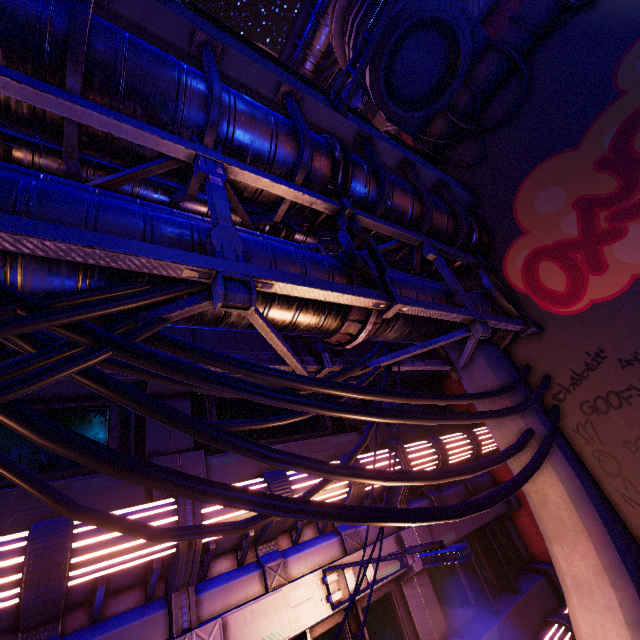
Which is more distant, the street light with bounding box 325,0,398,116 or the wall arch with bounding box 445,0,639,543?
the wall arch with bounding box 445,0,639,543

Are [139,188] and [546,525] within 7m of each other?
no

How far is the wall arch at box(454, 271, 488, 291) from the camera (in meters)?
9.72

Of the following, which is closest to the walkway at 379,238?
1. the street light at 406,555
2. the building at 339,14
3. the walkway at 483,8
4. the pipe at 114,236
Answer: the pipe at 114,236

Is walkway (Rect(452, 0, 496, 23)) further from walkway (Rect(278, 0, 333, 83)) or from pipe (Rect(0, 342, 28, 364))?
walkway (Rect(278, 0, 333, 83))

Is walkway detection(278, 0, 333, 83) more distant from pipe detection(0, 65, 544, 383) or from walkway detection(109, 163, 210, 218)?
pipe detection(0, 65, 544, 383)

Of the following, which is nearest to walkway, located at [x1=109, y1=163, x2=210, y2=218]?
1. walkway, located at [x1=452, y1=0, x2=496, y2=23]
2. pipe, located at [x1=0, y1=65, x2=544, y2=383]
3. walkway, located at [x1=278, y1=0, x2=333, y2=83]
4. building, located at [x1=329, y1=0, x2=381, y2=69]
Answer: pipe, located at [x1=0, y1=65, x2=544, y2=383]

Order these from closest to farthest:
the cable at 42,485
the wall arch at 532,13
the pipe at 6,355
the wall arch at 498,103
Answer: the cable at 42,485, the pipe at 6,355, the wall arch at 532,13, the wall arch at 498,103
